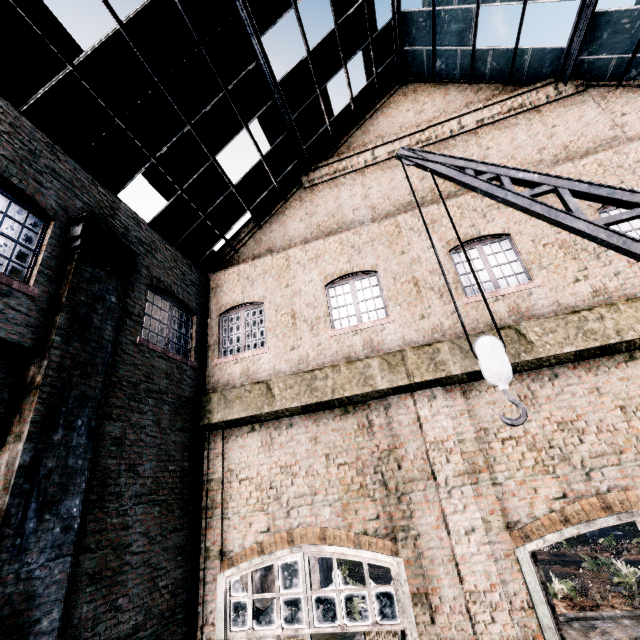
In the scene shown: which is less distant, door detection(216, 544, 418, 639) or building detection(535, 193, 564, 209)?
door detection(216, 544, 418, 639)

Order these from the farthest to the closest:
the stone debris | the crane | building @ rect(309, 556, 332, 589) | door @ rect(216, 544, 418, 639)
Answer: building @ rect(309, 556, 332, 589) < the stone debris < door @ rect(216, 544, 418, 639) < the crane

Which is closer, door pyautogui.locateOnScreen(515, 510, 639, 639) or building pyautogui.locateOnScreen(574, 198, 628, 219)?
door pyautogui.locateOnScreen(515, 510, 639, 639)

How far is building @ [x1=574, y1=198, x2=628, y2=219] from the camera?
8.42m

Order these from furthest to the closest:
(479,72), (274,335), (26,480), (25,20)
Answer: (479,72) < (274,335) < (25,20) < (26,480)

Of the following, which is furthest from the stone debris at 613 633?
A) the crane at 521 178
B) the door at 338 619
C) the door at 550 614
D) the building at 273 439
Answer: the crane at 521 178

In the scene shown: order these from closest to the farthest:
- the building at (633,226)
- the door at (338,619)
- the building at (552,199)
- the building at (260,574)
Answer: the door at (338,619), the building at (633,226), the building at (552,199), the building at (260,574)

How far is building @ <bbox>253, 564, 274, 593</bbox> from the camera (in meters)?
22.10
